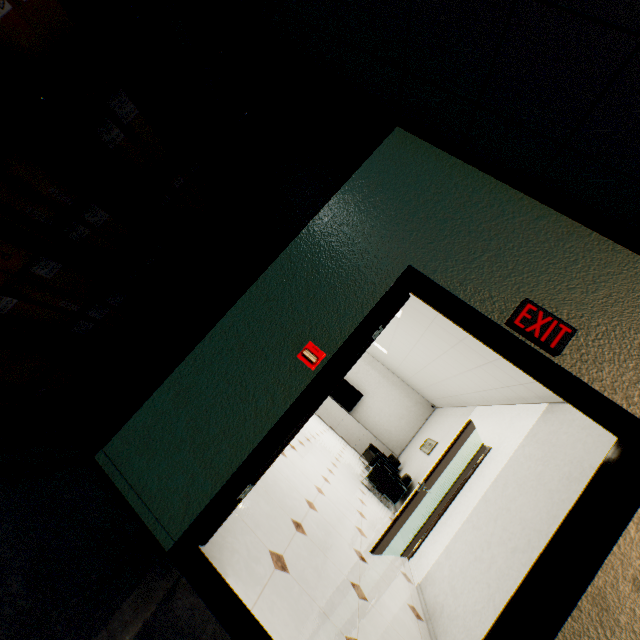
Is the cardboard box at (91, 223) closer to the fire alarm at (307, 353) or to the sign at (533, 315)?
the fire alarm at (307, 353)

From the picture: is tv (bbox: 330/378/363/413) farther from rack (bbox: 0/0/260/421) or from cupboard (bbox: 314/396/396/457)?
Result: rack (bbox: 0/0/260/421)

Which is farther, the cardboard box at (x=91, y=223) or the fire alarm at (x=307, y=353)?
the fire alarm at (x=307, y=353)

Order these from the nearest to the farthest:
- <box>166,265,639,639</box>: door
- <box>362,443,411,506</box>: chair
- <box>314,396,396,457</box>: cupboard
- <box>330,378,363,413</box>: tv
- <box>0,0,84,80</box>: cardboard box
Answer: <box>0,0,84,80</box>: cardboard box
<box>166,265,639,639</box>: door
<box>362,443,411,506</box>: chair
<box>314,396,396,457</box>: cupboard
<box>330,378,363,413</box>: tv

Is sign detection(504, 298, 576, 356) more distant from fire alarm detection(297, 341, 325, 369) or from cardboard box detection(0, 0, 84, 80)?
cardboard box detection(0, 0, 84, 80)

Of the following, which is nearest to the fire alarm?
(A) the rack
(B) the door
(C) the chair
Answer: (B) the door

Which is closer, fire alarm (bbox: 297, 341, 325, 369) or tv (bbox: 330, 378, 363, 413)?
fire alarm (bbox: 297, 341, 325, 369)

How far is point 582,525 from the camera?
1.59m
